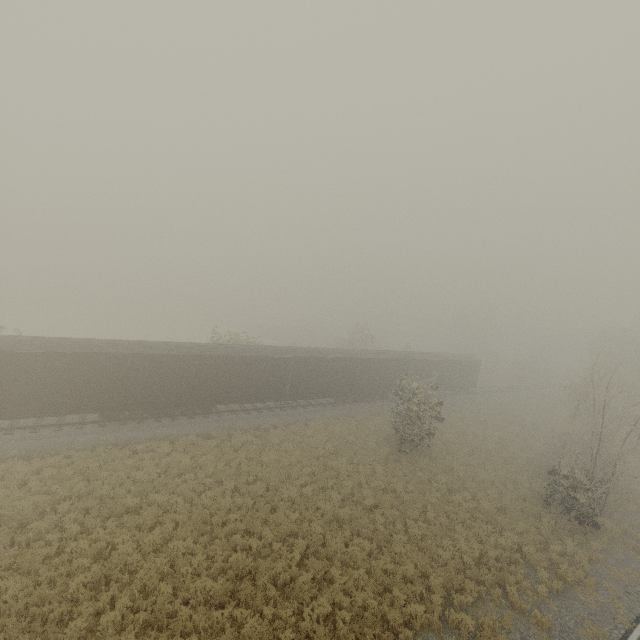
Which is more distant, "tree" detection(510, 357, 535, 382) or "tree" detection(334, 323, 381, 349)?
"tree" detection(510, 357, 535, 382)

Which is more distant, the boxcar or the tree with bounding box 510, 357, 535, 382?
the tree with bounding box 510, 357, 535, 382

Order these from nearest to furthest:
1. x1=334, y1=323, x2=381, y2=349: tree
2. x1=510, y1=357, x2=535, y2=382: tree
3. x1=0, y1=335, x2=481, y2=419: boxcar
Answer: x1=0, y1=335, x2=481, y2=419: boxcar → x1=334, y1=323, x2=381, y2=349: tree → x1=510, y1=357, x2=535, y2=382: tree

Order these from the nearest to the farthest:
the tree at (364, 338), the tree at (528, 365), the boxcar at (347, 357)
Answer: the boxcar at (347, 357) < the tree at (364, 338) < the tree at (528, 365)

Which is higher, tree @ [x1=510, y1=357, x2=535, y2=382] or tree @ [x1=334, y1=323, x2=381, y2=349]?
tree @ [x1=334, y1=323, x2=381, y2=349]

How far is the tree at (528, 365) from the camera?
54.78m

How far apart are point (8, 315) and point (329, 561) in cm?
5899

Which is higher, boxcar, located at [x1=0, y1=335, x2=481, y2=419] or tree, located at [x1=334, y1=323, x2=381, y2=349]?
tree, located at [x1=334, y1=323, x2=381, y2=349]
